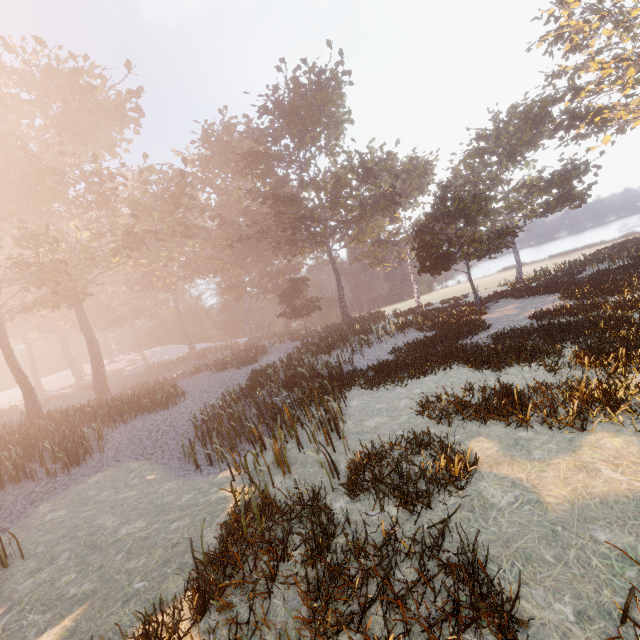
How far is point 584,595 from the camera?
3.61m
